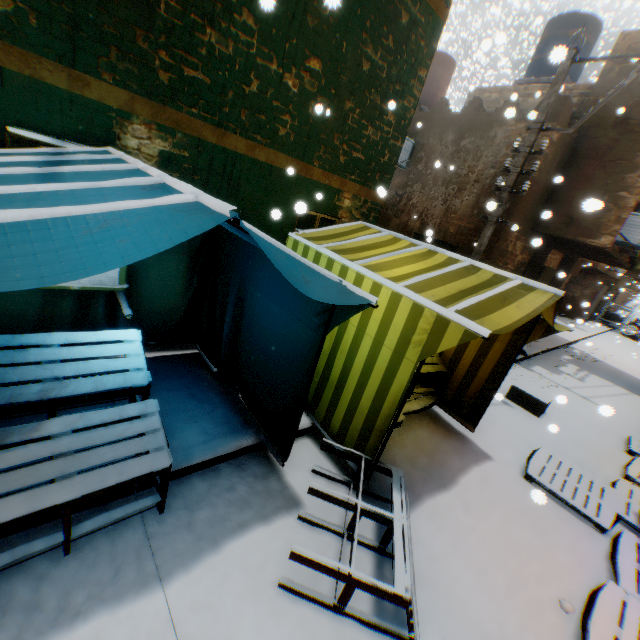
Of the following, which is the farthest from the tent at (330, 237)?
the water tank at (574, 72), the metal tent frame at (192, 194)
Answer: the water tank at (574, 72)

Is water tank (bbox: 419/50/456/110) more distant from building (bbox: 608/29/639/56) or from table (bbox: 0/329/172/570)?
table (bbox: 0/329/172/570)

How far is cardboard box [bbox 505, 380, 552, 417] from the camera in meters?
6.9

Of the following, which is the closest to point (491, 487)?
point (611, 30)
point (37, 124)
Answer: point (37, 124)

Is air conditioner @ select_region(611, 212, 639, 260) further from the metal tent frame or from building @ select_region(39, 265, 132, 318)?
the metal tent frame

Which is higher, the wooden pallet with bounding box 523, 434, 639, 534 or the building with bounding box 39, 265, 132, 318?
the building with bounding box 39, 265, 132, 318

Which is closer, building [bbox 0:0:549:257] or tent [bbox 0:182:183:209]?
tent [bbox 0:182:183:209]

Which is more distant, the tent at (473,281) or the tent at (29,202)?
the tent at (473,281)
